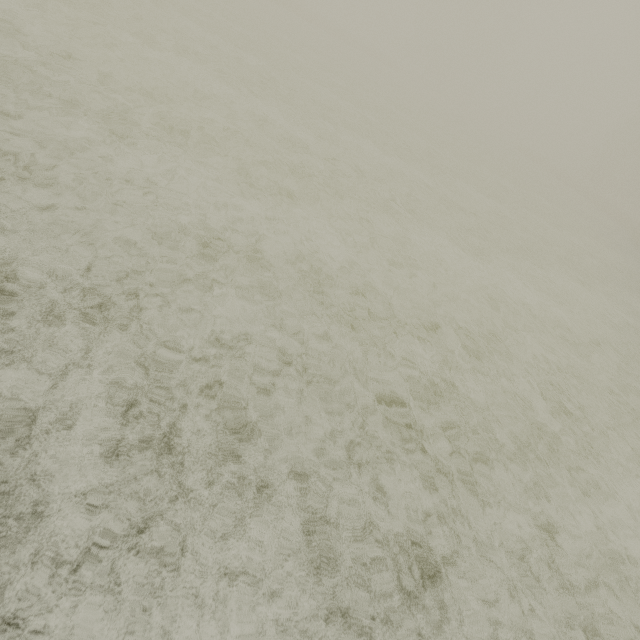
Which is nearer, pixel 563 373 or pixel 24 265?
pixel 24 265
